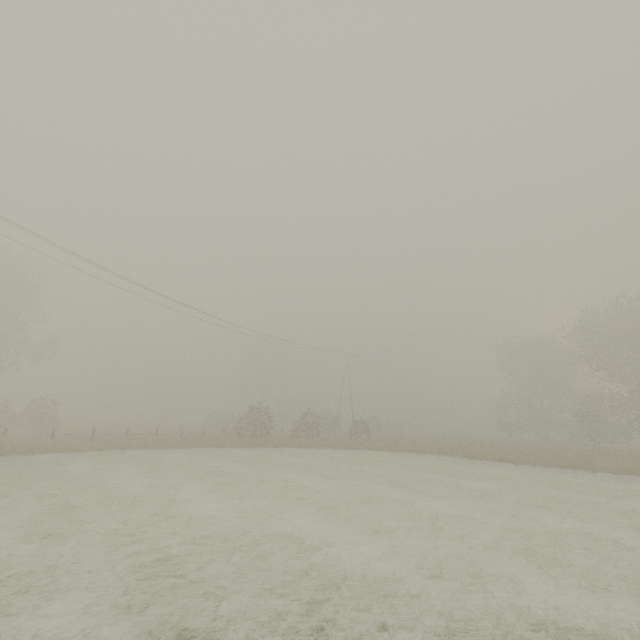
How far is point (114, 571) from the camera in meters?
6.0
